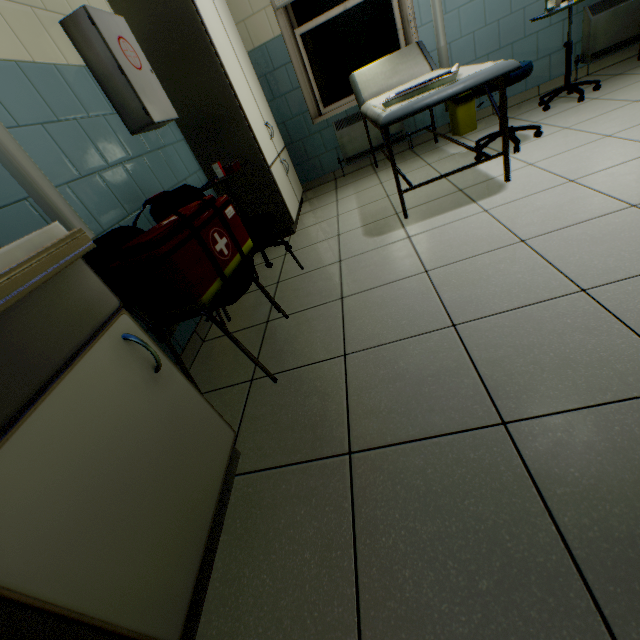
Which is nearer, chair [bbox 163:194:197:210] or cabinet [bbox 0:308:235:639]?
cabinet [bbox 0:308:235:639]

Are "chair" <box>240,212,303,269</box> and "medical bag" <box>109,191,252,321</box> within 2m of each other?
yes

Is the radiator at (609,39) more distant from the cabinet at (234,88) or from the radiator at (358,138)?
the cabinet at (234,88)

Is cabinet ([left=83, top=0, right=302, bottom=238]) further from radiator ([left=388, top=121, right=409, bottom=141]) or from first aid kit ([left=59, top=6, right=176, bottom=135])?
radiator ([left=388, top=121, right=409, bottom=141])

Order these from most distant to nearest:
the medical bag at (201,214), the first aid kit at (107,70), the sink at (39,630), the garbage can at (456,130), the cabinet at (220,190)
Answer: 1. the garbage can at (456,130)
2. the cabinet at (220,190)
3. the first aid kit at (107,70)
4. the medical bag at (201,214)
5. the sink at (39,630)

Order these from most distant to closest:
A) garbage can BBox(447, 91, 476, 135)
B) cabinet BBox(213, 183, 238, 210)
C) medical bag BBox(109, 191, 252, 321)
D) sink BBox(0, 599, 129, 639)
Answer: garbage can BBox(447, 91, 476, 135) → cabinet BBox(213, 183, 238, 210) → medical bag BBox(109, 191, 252, 321) → sink BBox(0, 599, 129, 639)

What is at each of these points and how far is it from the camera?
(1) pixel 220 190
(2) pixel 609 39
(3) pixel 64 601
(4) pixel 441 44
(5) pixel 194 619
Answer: (1) cabinet, 2.94m
(2) radiator, 3.33m
(3) cabinet, 0.59m
(4) cable duct, 3.45m
(5) sink, 0.87m

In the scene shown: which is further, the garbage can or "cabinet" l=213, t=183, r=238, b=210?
the garbage can
